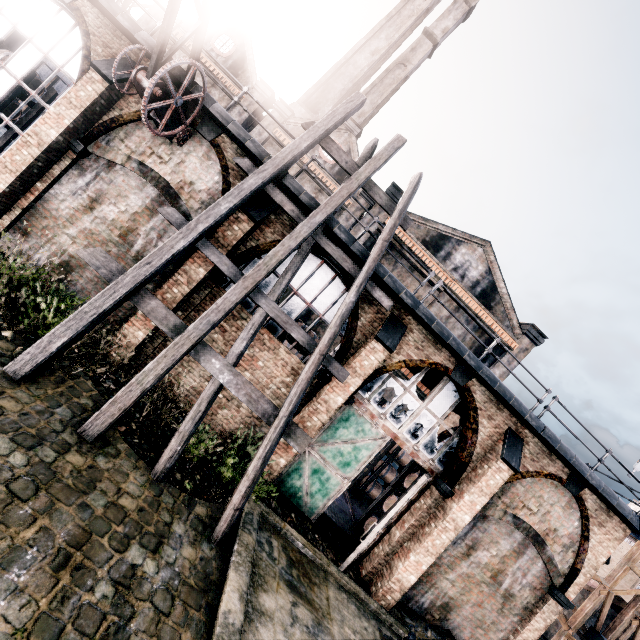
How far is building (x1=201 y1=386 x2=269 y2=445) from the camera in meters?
11.0 m

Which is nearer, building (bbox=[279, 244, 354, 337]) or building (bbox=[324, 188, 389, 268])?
building (bbox=[324, 188, 389, 268])

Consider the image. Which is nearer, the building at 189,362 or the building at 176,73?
the building at 176,73

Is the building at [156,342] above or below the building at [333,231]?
below

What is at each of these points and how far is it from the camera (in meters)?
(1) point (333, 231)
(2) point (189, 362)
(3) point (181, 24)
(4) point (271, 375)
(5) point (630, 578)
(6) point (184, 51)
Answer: (1) building, 10.20
(2) building, 10.93
(3) building, 10.43
(4) building, 11.14
(5) building, 26.58
(6) building, 23.28

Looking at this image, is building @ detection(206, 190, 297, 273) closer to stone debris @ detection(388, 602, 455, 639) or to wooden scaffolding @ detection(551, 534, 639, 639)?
stone debris @ detection(388, 602, 455, 639)
